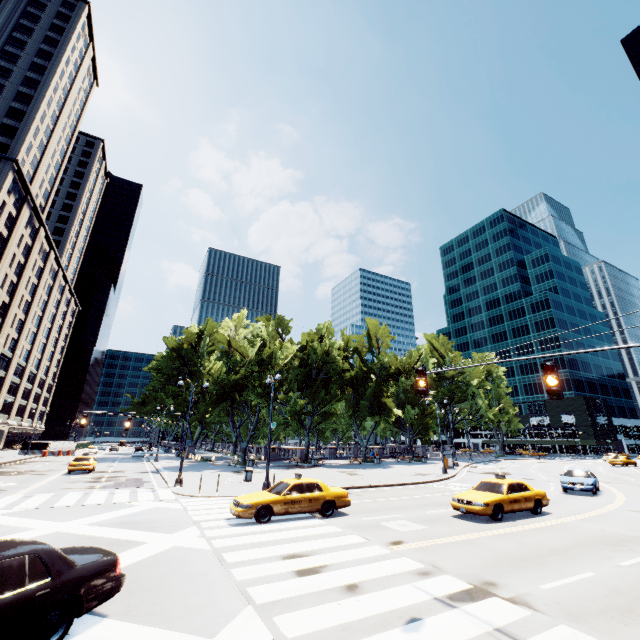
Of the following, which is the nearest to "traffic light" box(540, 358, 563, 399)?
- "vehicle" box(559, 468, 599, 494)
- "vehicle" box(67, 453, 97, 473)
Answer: "vehicle" box(559, 468, 599, 494)

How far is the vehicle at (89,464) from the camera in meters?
28.5

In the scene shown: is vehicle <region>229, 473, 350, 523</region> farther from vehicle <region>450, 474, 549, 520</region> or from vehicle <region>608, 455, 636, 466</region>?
vehicle <region>608, 455, 636, 466</region>

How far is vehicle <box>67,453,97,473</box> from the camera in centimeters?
2851cm

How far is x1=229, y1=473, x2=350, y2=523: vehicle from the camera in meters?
12.8 m

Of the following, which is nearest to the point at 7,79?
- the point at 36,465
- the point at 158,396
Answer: the point at 158,396

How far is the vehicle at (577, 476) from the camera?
20.9m

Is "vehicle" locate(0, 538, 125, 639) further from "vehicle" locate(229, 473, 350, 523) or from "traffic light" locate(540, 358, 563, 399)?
"traffic light" locate(540, 358, 563, 399)
